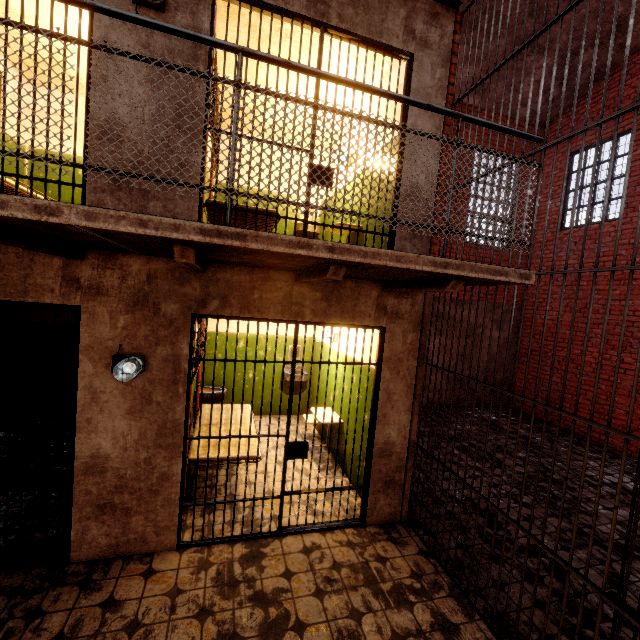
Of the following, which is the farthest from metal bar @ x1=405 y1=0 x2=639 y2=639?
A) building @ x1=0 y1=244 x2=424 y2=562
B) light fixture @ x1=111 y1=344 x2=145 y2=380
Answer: light fixture @ x1=111 y1=344 x2=145 y2=380

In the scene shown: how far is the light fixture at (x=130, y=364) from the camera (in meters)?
2.80

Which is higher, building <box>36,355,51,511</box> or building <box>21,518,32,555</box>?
building <box>36,355,51,511</box>

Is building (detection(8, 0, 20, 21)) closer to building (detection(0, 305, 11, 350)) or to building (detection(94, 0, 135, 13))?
building (detection(0, 305, 11, 350))

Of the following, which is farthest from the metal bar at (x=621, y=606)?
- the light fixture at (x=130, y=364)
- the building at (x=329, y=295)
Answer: the light fixture at (x=130, y=364)

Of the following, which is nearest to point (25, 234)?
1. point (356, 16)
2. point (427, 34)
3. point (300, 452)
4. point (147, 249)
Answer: point (147, 249)

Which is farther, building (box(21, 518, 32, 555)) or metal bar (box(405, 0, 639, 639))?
building (box(21, 518, 32, 555))

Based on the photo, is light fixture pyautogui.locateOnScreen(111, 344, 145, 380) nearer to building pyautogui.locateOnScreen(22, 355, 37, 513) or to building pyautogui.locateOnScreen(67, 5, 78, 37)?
building pyautogui.locateOnScreen(22, 355, 37, 513)
